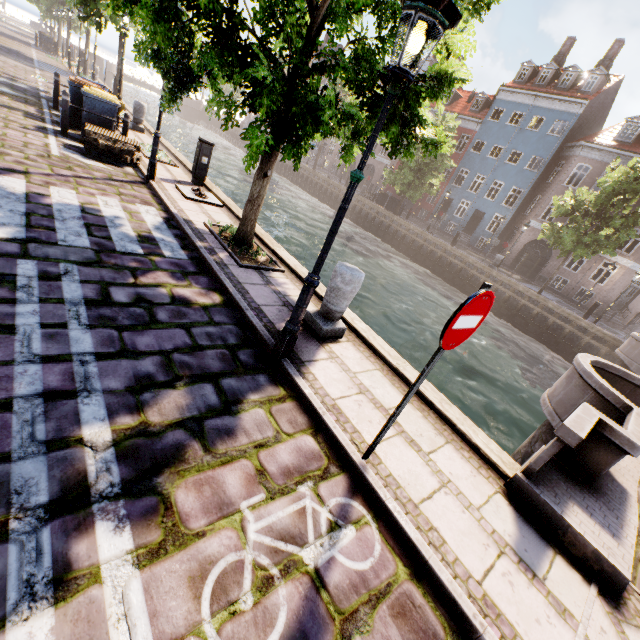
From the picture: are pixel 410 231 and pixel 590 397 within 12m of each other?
no

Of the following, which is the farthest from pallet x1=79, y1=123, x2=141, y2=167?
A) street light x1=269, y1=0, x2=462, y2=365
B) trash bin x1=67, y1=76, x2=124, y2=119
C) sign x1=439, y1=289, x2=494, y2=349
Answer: sign x1=439, y1=289, x2=494, y2=349

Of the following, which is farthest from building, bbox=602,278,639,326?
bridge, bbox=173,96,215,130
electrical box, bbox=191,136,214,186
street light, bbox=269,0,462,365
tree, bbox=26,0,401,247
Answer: street light, bbox=269,0,462,365

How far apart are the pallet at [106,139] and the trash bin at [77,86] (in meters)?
0.67

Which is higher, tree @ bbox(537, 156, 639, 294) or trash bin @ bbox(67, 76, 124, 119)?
tree @ bbox(537, 156, 639, 294)

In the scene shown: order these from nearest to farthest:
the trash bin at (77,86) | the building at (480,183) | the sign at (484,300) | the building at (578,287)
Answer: the sign at (484,300) → the trash bin at (77,86) → the building at (578,287) → the building at (480,183)

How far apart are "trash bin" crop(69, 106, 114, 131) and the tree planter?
5.6m

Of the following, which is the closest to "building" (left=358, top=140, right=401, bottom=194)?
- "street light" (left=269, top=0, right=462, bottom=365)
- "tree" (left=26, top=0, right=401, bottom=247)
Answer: "tree" (left=26, top=0, right=401, bottom=247)
